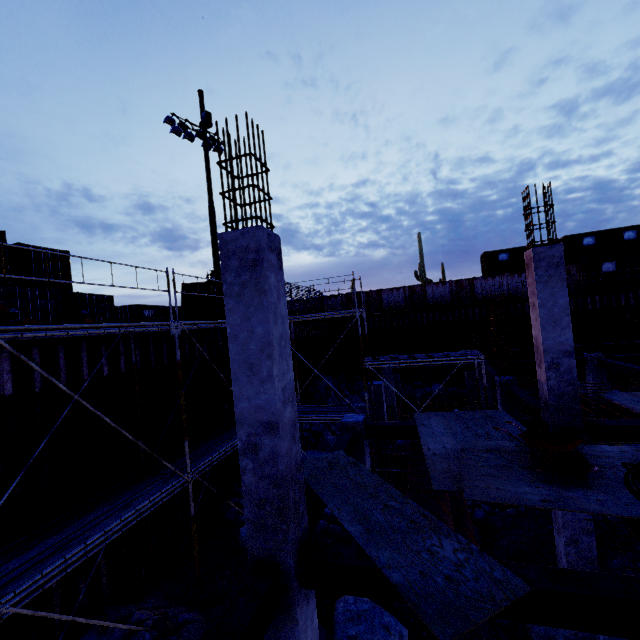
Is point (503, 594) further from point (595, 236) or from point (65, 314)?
point (595, 236)

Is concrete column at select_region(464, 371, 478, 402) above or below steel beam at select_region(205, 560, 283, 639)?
below

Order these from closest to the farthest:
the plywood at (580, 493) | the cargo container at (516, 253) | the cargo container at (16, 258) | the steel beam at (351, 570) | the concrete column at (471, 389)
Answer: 1. the steel beam at (351, 570)
2. the plywood at (580, 493)
3. the cargo container at (16, 258)
4. the concrete column at (471, 389)
5. the cargo container at (516, 253)

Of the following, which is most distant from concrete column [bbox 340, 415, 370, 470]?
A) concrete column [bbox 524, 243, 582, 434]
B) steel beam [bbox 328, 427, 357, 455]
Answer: concrete column [bbox 524, 243, 582, 434]

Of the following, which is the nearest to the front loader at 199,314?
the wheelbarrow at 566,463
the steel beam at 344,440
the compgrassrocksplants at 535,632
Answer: the steel beam at 344,440

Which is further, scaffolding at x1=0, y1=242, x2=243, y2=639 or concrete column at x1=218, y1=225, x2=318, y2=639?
scaffolding at x1=0, y1=242, x2=243, y2=639

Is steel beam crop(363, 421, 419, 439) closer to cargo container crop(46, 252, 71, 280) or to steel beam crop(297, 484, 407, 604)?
steel beam crop(297, 484, 407, 604)

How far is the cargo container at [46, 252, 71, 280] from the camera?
17.47m
